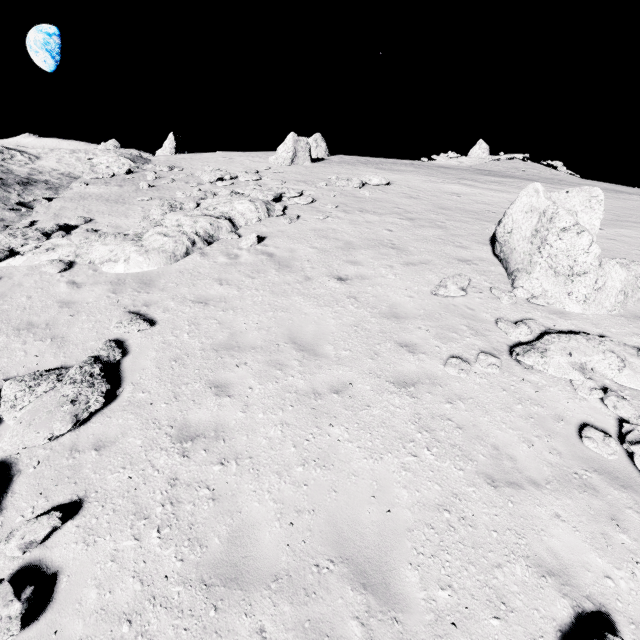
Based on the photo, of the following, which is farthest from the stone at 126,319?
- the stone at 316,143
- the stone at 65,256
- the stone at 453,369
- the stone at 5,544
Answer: the stone at 316,143

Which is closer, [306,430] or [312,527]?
[312,527]

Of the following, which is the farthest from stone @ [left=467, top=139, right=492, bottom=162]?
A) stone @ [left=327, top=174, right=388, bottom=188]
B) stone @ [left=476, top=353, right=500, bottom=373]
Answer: stone @ [left=476, top=353, right=500, bottom=373]

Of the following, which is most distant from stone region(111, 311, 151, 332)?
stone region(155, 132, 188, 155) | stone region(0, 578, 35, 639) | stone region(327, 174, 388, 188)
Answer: stone region(155, 132, 188, 155)

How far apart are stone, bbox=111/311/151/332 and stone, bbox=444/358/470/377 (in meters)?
6.94

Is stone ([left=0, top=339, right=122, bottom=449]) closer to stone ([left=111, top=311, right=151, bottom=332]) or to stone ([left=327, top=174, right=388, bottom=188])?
stone ([left=111, top=311, right=151, bottom=332])

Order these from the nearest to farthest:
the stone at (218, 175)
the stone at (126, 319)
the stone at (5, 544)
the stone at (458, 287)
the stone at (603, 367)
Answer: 1. the stone at (5, 544)
2. the stone at (603, 367)
3. the stone at (126, 319)
4. the stone at (458, 287)
5. the stone at (218, 175)

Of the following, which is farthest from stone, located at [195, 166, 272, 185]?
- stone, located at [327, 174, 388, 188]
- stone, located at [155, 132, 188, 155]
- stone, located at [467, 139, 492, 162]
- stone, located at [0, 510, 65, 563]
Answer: stone, located at [467, 139, 492, 162]
